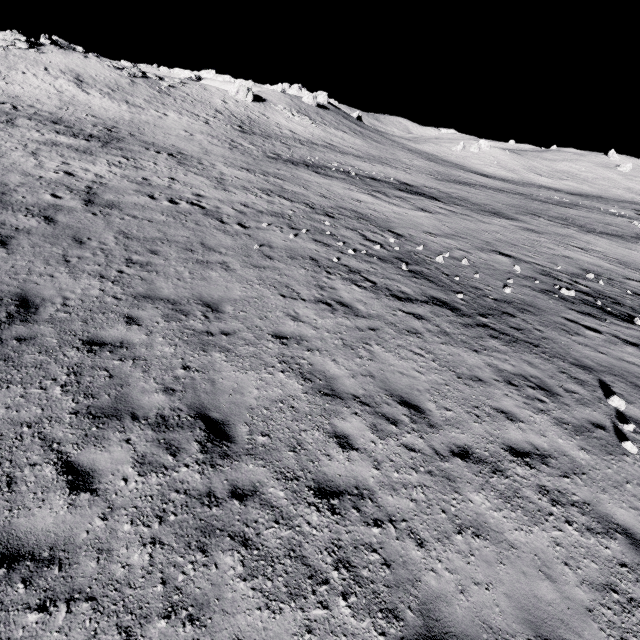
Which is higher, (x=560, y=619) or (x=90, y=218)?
(x=90, y=218)

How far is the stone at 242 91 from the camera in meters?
51.9

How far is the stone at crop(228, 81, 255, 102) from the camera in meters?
51.9
